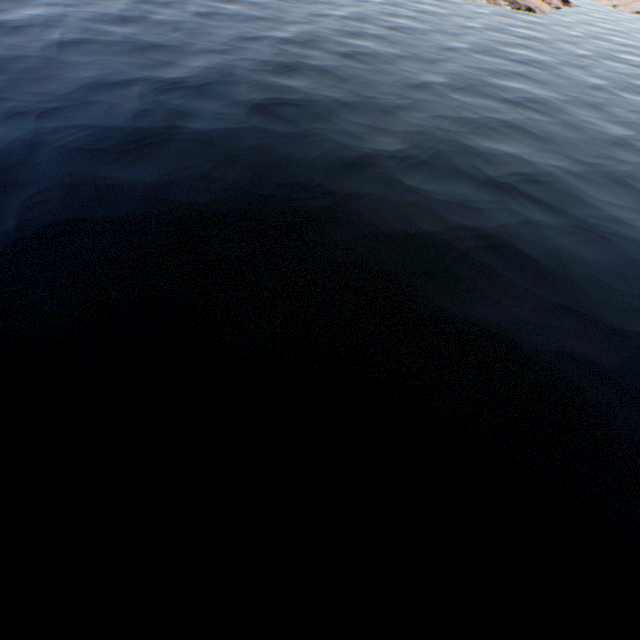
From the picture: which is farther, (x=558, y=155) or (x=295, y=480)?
(x=558, y=155)
